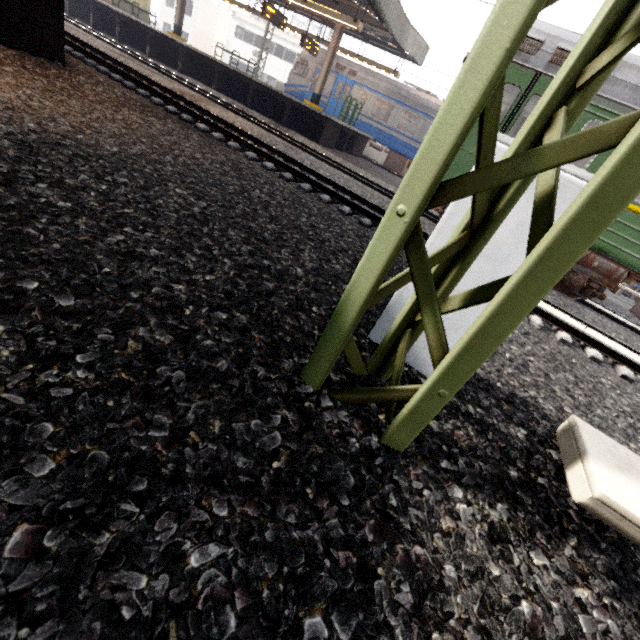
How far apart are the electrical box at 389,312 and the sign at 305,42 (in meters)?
19.19

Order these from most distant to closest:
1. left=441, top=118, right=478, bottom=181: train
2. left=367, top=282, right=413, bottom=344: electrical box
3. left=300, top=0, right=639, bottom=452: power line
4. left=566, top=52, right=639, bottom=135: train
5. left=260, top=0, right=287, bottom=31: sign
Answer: left=260, top=0, right=287, bottom=31: sign
left=441, top=118, right=478, bottom=181: train
left=566, top=52, right=639, bottom=135: train
left=367, top=282, right=413, bottom=344: electrical box
left=300, top=0, right=639, bottom=452: power line

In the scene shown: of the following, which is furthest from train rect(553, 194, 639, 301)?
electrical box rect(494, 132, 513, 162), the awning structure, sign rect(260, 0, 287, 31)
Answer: sign rect(260, 0, 287, 31)

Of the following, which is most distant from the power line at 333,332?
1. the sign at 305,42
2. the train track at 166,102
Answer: the sign at 305,42

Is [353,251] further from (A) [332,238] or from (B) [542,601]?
(B) [542,601]

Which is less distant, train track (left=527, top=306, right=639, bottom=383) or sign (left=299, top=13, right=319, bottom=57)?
train track (left=527, top=306, right=639, bottom=383)

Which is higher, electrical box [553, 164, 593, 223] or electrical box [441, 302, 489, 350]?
electrical box [553, 164, 593, 223]

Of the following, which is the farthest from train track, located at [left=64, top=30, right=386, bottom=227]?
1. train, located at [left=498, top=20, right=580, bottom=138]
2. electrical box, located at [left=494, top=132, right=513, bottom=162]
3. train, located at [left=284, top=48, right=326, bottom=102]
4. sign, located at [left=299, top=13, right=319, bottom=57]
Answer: train, located at [left=284, top=48, right=326, bottom=102]
